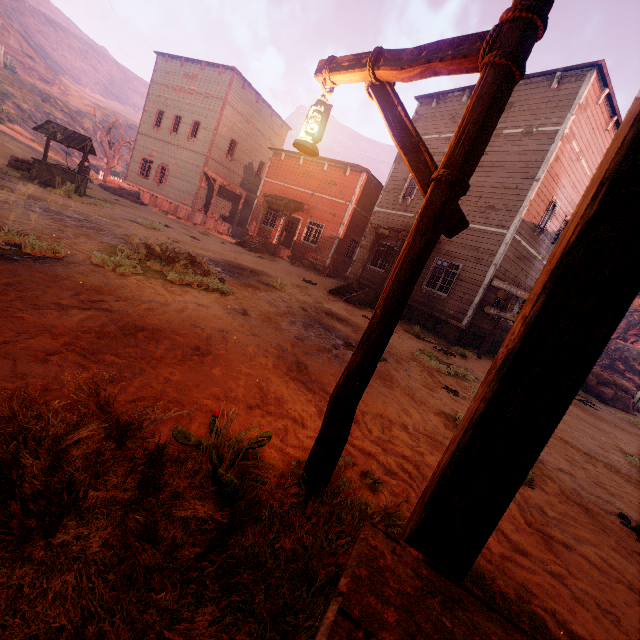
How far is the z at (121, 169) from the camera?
40.95m

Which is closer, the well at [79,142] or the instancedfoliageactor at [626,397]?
the well at [79,142]

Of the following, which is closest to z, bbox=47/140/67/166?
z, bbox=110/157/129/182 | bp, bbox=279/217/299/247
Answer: bp, bbox=279/217/299/247

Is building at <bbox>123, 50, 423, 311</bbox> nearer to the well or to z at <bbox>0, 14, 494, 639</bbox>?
z at <bbox>0, 14, 494, 639</bbox>

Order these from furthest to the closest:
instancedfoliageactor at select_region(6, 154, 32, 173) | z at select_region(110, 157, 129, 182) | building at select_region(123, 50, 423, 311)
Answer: z at select_region(110, 157, 129, 182) < building at select_region(123, 50, 423, 311) < instancedfoliageactor at select_region(6, 154, 32, 173)

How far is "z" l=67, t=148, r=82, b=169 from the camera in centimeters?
2705cm

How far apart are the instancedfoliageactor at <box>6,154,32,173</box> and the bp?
11.8m

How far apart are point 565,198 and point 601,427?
9.7m
